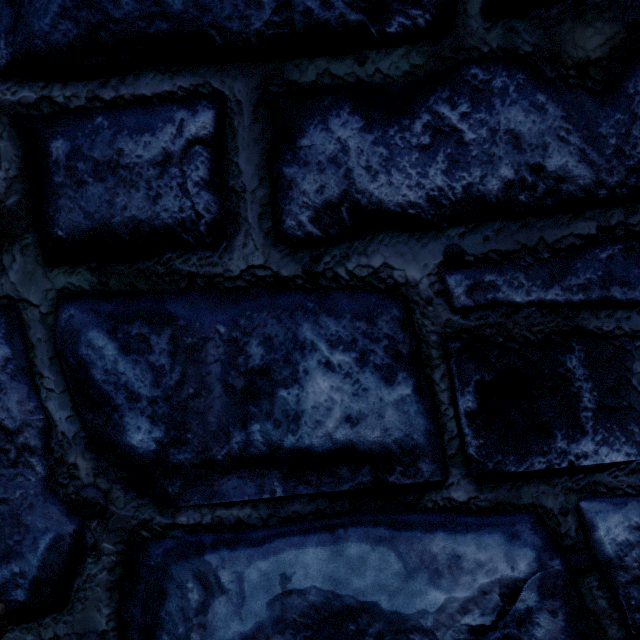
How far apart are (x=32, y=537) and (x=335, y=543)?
0.7 meters
